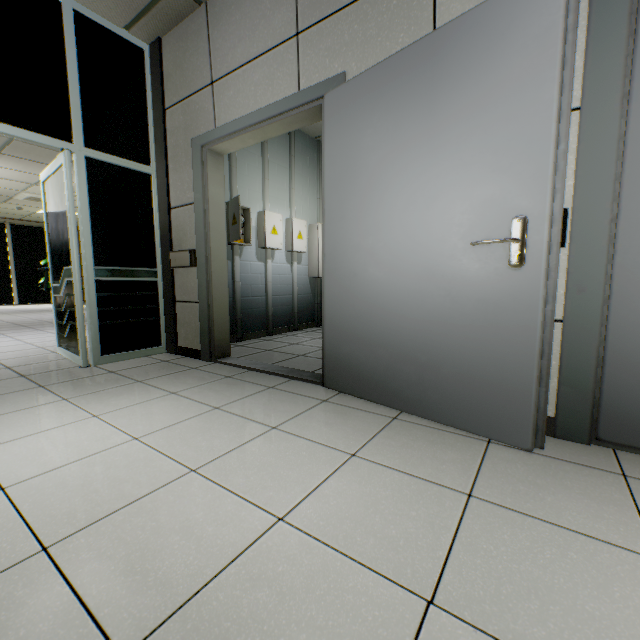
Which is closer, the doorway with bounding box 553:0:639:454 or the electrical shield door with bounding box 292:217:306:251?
the doorway with bounding box 553:0:639:454

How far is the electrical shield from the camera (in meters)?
4.04

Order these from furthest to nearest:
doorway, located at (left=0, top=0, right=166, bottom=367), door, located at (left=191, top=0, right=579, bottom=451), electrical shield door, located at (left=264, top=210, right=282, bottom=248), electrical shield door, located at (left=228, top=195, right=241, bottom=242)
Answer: electrical shield door, located at (left=264, top=210, right=282, bottom=248)
electrical shield door, located at (left=228, top=195, right=241, bottom=242)
doorway, located at (left=0, top=0, right=166, bottom=367)
door, located at (left=191, top=0, right=579, bottom=451)

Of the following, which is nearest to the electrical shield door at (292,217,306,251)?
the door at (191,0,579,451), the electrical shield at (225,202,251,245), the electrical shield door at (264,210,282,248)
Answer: the electrical shield door at (264,210,282,248)

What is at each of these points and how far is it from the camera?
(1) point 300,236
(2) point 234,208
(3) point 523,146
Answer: (1) electrical shield door, 5.2 meters
(2) electrical shield door, 3.8 meters
(3) door, 1.4 meters

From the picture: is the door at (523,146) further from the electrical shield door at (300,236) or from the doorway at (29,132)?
the electrical shield door at (300,236)

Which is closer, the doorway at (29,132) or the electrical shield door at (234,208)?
the doorway at (29,132)

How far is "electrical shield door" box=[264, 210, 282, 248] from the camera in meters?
4.5 m
